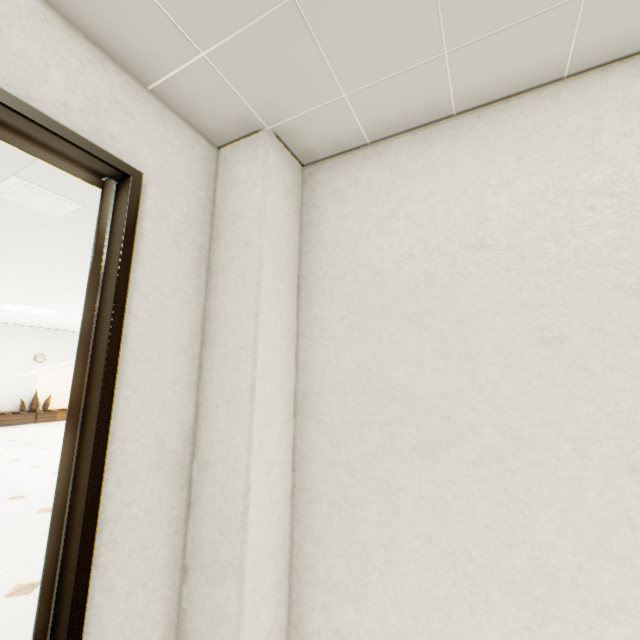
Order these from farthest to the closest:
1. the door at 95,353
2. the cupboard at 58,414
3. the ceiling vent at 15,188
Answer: the cupboard at 58,414, the ceiling vent at 15,188, the door at 95,353

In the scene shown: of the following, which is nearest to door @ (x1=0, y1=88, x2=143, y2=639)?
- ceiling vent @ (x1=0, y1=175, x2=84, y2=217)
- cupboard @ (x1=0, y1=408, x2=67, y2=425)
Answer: ceiling vent @ (x1=0, y1=175, x2=84, y2=217)

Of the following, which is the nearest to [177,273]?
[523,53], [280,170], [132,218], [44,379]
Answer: [132,218]

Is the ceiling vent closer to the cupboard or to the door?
the door

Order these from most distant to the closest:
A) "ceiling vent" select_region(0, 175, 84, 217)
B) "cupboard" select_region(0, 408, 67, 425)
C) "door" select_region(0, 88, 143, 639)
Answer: "cupboard" select_region(0, 408, 67, 425)
"ceiling vent" select_region(0, 175, 84, 217)
"door" select_region(0, 88, 143, 639)

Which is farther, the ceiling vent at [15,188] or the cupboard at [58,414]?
the cupboard at [58,414]
